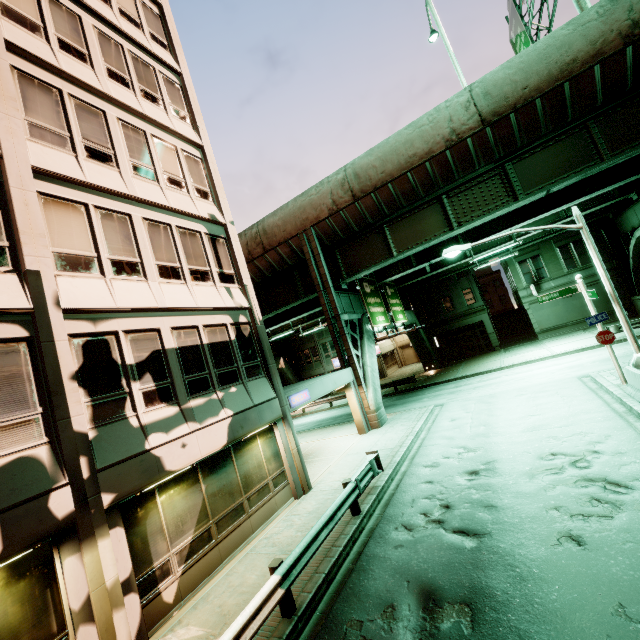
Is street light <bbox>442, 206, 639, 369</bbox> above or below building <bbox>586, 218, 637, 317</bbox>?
above

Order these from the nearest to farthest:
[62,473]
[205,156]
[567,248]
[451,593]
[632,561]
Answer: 1. [632,561]
2. [451,593]
3. [62,473]
4. [205,156]
5. [567,248]

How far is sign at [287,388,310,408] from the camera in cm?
1312

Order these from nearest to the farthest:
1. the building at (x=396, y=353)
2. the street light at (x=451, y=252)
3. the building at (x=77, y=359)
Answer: the building at (x=77, y=359)
the street light at (x=451, y=252)
the building at (x=396, y=353)

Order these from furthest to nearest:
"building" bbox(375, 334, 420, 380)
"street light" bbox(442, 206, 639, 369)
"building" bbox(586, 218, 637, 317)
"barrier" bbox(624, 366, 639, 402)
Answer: "building" bbox(375, 334, 420, 380)
"building" bbox(586, 218, 637, 317)
"street light" bbox(442, 206, 639, 369)
"barrier" bbox(624, 366, 639, 402)

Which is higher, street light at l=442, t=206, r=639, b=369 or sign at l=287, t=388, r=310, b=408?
street light at l=442, t=206, r=639, b=369

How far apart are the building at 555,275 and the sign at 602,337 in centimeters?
2072cm

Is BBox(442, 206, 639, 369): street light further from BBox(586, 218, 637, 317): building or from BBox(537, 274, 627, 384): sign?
BBox(586, 218, 637, 317): building
